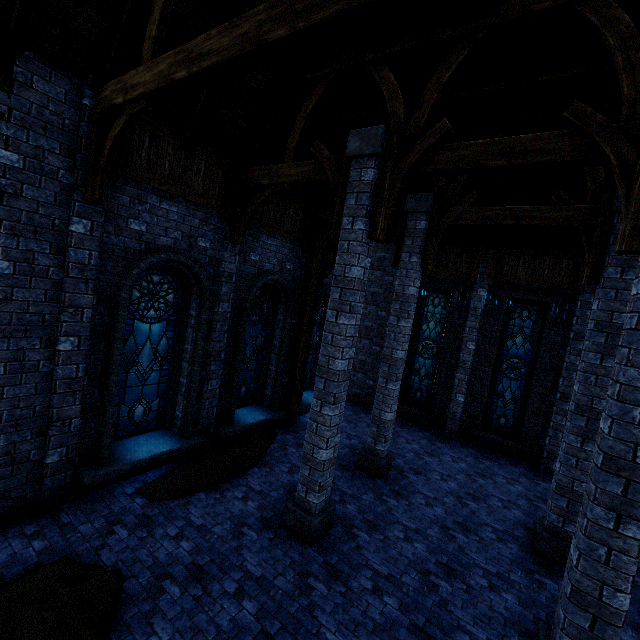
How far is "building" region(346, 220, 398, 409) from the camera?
13.4m

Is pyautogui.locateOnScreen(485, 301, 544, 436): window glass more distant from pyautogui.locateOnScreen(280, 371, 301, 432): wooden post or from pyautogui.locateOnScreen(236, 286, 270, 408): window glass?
pyautogui.locateOnScreen(236, 286, 270, 408): window glass

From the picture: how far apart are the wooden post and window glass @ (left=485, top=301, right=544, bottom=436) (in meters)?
6.77

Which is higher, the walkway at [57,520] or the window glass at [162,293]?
the window glass at [162,293]

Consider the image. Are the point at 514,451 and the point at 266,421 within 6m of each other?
no

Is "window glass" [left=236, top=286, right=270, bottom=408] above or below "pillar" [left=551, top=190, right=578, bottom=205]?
below

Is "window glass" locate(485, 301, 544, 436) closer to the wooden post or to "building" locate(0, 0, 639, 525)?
"building" locate(0, 0, 639, 525)

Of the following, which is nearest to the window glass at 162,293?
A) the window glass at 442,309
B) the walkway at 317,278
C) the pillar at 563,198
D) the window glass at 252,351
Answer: the window glass at 252,351
